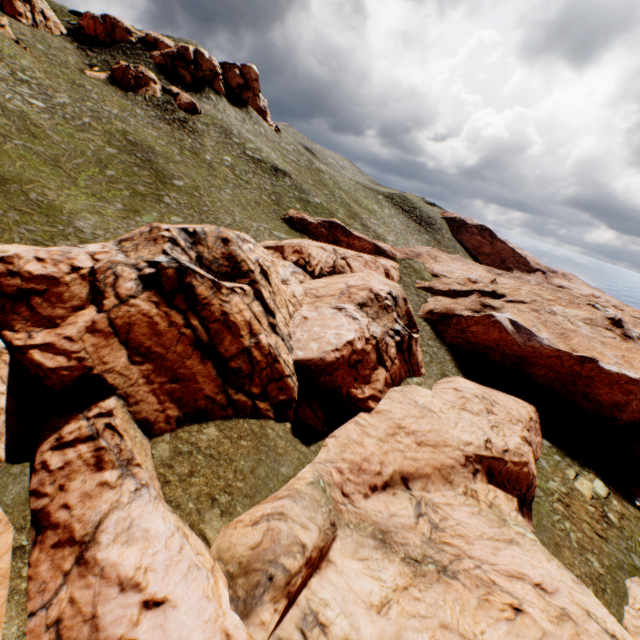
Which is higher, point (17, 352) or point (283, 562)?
point (17, 352)

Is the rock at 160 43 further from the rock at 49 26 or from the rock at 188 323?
the rock at 188 323

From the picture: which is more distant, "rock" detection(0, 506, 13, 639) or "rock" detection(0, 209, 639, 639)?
"rock" detection(0, 209, 639, 639)

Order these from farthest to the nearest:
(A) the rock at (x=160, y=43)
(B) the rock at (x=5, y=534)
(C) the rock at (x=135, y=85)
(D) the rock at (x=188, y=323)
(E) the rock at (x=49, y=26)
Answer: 1. (A) the rock at (x=160, y=43)
2. (C) the rock at (x=135, y=85)
3. (E) the rock at (x=49, y=26)
4. (D) the rock at (x=188, y=323)
5. (B) the rock at (x=5, y=534)

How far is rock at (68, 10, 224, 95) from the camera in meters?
50.6

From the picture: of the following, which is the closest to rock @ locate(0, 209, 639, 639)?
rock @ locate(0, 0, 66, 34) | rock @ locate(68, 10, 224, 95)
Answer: rock @ locate(68, 10, 224, 95)
